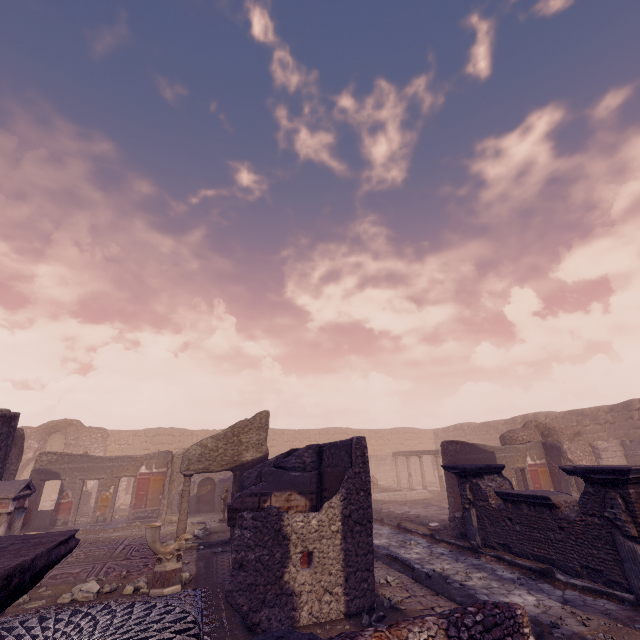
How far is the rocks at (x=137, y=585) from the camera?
6.8m

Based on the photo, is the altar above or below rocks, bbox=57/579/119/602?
above

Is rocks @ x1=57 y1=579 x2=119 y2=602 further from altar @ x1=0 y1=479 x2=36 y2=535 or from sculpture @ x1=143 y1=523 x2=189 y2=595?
altar @ x1=0 y1=479 x2=36 y2=535

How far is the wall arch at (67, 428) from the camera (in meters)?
23.42

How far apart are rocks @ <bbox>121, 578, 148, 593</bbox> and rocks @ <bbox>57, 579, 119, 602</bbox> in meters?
0.3

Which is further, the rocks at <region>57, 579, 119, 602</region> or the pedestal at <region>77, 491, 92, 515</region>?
the pedestal at <region>77, 491, 92, 515</region>

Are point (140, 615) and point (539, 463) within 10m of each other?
no

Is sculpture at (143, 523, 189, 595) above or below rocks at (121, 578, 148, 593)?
above
